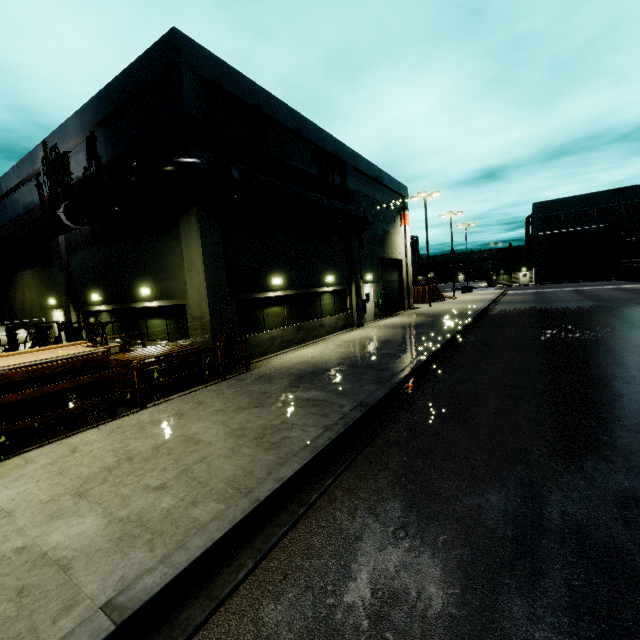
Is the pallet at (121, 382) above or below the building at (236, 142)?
below

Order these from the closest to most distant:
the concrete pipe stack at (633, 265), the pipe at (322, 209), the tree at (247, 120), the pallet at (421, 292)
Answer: the pipe at (322, 209), the tree at (247, 120), the pallet at (421, 292), the concrete pipe stack at (633, 265)

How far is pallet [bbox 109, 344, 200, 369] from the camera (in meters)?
8.35

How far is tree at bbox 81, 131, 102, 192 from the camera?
13.5 meters

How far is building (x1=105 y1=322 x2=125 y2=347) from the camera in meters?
14.7

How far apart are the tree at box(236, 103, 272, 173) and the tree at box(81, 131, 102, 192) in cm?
577

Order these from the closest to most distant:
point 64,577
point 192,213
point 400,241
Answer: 1. point 64,577
2. point 192,213
3. point 400,241

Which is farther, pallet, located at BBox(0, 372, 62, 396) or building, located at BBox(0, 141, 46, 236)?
building, located at BBox(0, 141, 46, 236)
